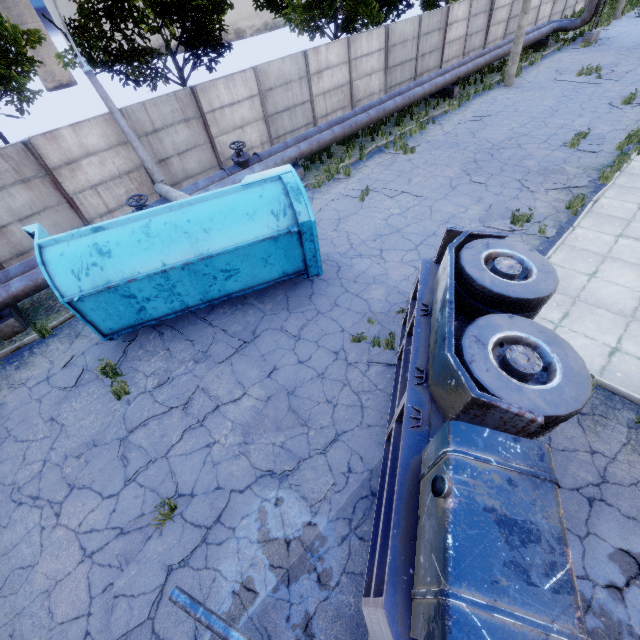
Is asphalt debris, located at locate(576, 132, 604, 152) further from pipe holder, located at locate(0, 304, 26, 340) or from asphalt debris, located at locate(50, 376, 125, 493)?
pipe holder, located at locate(0, 304, 26, 340)

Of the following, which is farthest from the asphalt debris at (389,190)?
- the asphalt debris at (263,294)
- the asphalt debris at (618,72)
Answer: the asphalt debris at (618,72)

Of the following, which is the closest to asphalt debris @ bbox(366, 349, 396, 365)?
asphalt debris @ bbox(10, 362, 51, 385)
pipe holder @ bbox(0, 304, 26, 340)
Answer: asphalt debris @ bbox(10, 362, 51, 385)

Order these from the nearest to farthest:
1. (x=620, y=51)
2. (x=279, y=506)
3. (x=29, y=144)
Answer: (x=279, y=506), (x=29, y=144), (x=620, y=51)

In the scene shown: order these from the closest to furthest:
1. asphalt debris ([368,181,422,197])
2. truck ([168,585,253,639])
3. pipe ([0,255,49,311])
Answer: truck ([168,585,253,639]), pipe ([0,255,49,311]), asphalt debris ([368,181,422,197])

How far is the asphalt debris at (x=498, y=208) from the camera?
9.77m

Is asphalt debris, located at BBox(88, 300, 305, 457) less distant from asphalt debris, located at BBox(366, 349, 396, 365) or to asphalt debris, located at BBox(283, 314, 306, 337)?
asphalt debris, located at BBox(283, 314, 306, 337)

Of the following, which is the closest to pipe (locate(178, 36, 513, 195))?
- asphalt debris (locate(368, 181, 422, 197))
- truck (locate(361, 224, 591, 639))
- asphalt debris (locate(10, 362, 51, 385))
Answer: asphalt debris (locate(368, 181, 422, 197))
